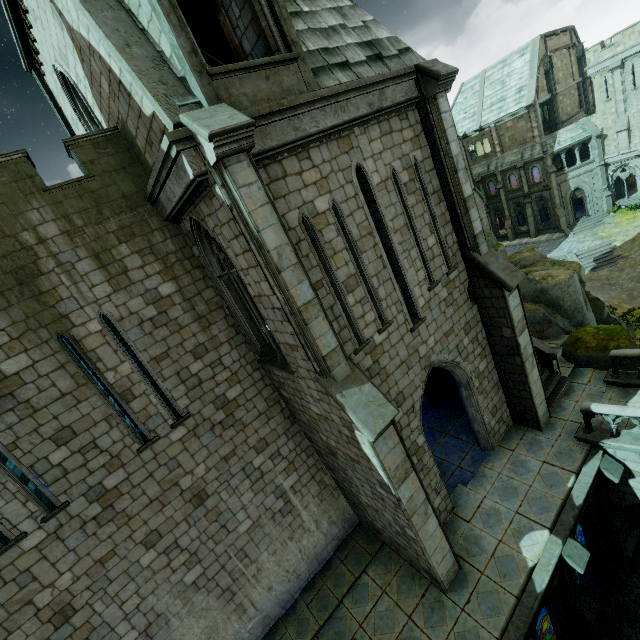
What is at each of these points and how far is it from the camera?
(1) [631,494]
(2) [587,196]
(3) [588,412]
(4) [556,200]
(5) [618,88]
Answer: (1) bridge, 10.8 meters
(2) window, 36.5 meters
(3) bridge railing, 10.6 meters
(4) stone column, 36.8 meters
(5) stone column, 31.5 meters

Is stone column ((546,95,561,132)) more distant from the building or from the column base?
the column base

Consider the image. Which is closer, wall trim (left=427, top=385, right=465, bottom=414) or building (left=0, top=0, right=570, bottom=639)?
building (left=0, top=0, right=570, bottom=639)

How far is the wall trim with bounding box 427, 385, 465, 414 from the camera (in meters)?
14.32

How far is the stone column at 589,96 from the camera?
40.3m

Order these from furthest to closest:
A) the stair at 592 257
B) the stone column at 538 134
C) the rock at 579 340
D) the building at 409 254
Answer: the stone column at 538 134 < the stair at 592 257 < the rock at 579 340 < the building at 409 254

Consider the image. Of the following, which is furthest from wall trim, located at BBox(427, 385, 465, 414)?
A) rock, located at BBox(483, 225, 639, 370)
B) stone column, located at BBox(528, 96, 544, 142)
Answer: stone column, located at BBox(528, 96, 544, 142)

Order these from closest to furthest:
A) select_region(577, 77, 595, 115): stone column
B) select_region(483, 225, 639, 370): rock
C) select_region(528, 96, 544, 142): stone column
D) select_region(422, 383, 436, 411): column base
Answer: select_region(483, 225, 639, 370): rock < select_region(422, 383, 436, 411): column base < select_region(528, 96, 544, 142): stone column < select_region(577, 77, 595, 115): stone column
